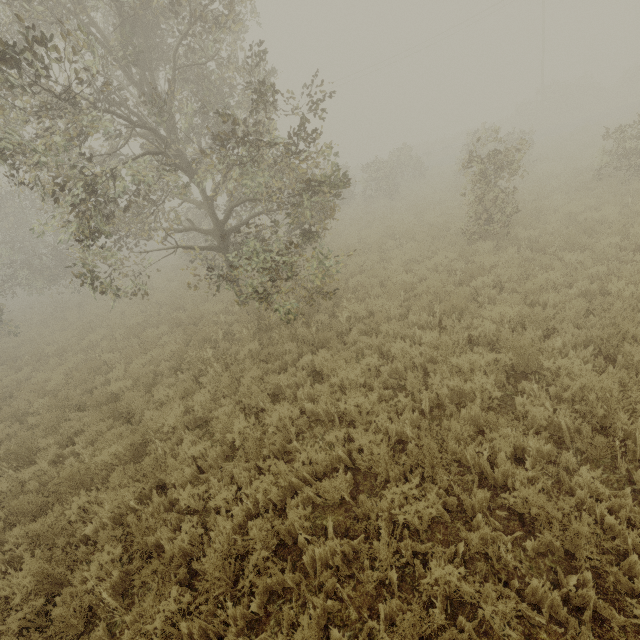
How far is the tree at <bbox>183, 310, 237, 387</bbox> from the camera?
7.5m

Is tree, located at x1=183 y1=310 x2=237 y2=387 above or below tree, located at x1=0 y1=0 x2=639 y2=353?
below

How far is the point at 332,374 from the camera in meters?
6.5

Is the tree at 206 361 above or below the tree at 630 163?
below

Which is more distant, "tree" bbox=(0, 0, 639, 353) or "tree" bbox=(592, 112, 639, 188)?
"tree" bbox=(592, 112, 639, 188)
